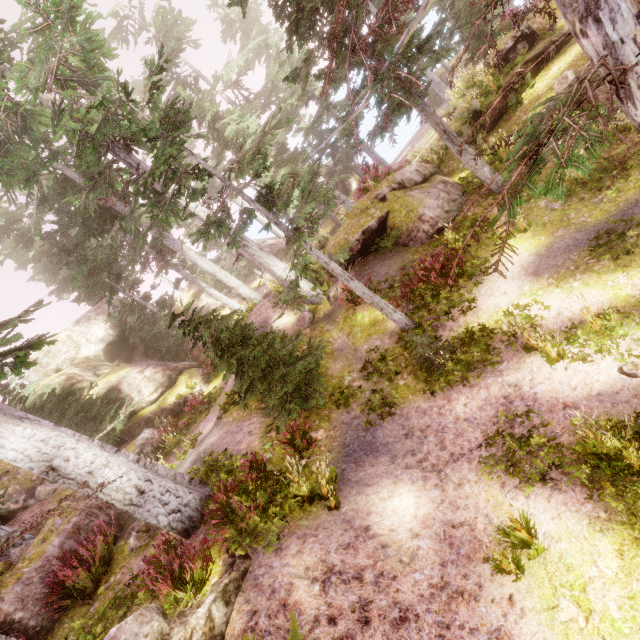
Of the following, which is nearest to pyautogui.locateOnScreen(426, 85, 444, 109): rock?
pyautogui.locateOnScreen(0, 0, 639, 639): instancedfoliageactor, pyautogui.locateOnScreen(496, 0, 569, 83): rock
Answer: pyautogui.locateOnScreen(0, 0, 639, 639): instancedfoliageactor

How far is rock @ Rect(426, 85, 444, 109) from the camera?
32.3m

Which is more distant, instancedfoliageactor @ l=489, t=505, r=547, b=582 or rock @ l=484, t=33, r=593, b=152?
rock @ l=484, t=33, r=593, b=152

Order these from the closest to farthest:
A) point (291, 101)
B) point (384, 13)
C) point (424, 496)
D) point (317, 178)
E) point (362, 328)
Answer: point (384, 13)
point (424, 496)
point (362, 328)
point (291, 101)
point (317, 178)

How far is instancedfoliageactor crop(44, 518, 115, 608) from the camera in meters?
7.0

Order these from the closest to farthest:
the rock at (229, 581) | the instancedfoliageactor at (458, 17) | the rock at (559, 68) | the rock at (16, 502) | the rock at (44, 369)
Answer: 1. the instancedfoliageactor at (458, 17)
2. the rock at (229, 581)
3. the rock at (559, 68)
4. the rock at (16, 502)
5. the rock at (44, 369)

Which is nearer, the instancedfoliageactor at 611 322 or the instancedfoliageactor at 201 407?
the instancedfoliageactor at 611 322
